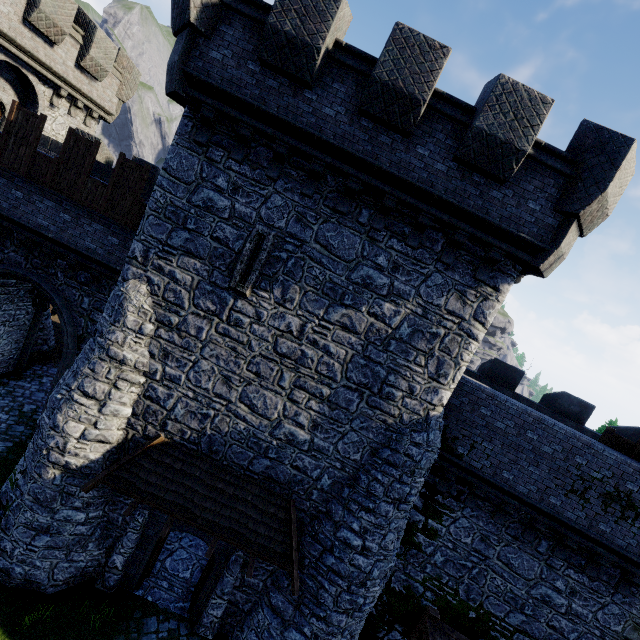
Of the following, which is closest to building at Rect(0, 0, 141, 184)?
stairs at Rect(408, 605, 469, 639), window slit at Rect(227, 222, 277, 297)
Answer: window slit at Rect(227, 222, 277, 297)

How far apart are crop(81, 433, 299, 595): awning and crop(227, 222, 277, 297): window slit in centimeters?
453cm

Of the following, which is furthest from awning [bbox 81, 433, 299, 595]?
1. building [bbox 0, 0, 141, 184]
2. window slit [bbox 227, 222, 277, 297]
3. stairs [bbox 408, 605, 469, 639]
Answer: window slit [bbox 227, 222, 277, 297]

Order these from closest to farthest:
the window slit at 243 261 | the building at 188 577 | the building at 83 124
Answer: the window slit at 243 261, the building at 188 577, the building at 83 124

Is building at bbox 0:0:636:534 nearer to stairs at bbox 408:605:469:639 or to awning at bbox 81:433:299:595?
awning at bbox 81:433:299:595

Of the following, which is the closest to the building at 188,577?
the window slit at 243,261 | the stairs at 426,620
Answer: the window slit at 243,261

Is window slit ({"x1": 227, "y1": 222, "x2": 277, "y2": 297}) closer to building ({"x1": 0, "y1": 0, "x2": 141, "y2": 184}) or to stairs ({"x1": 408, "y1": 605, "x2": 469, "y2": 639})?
building ({"x1": 0, "y1": 0, "x2": 141, "y2": 184})

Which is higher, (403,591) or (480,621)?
(480,621)
